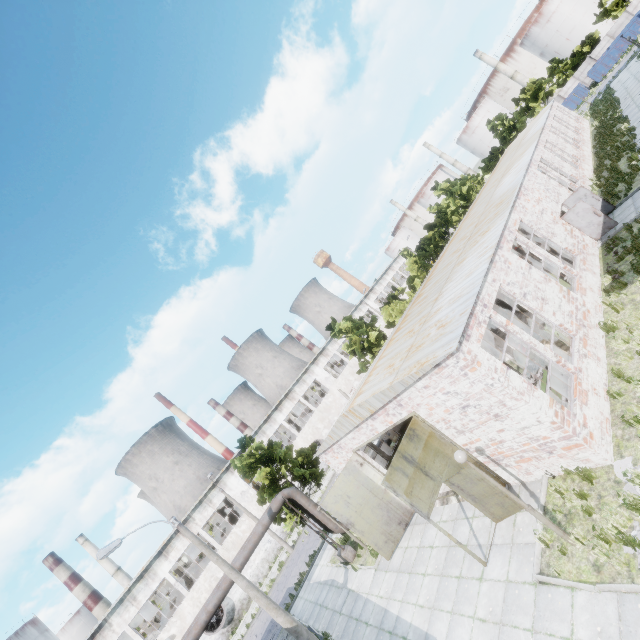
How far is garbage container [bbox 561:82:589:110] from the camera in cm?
5097

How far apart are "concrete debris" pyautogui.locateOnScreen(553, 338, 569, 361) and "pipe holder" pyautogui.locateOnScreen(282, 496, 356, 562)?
13.2 meters

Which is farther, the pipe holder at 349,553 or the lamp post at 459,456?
A: the pipe holder at 349,553

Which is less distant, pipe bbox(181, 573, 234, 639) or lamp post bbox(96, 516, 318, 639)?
lamp post bbox(96, 516, 318, 639)

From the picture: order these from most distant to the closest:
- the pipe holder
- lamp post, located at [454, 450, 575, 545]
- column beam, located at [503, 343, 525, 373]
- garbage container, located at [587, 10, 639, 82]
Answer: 1. garbage container, located at [587, 10, 639, 82]
2. the pipe holder
3. column beam, located at [503, 343, 525, 373]
4. lamp post, located at [454, 450, 575, 545]

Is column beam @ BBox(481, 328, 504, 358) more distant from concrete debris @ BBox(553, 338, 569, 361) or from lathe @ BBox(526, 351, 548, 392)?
lathe @ BBox(526, 351, 548, 392)

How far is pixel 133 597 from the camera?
27.8 meters

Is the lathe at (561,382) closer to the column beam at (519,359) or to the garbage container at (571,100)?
the column beam at (519,359)
